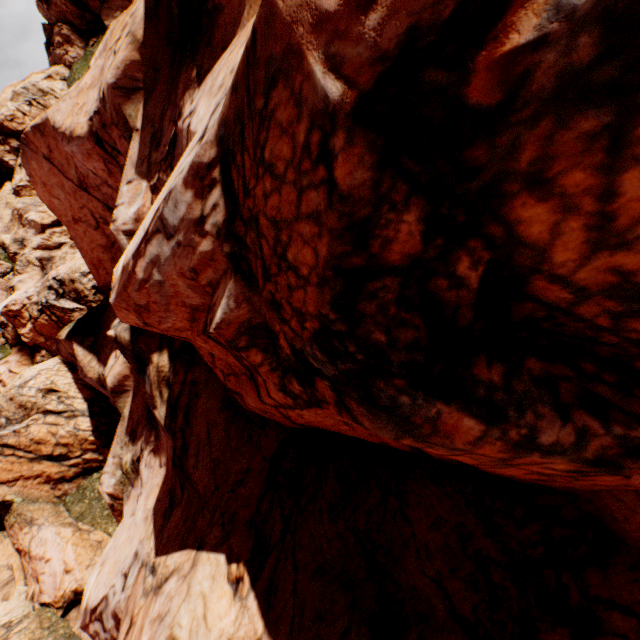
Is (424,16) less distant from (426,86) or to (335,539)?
(426,86)
